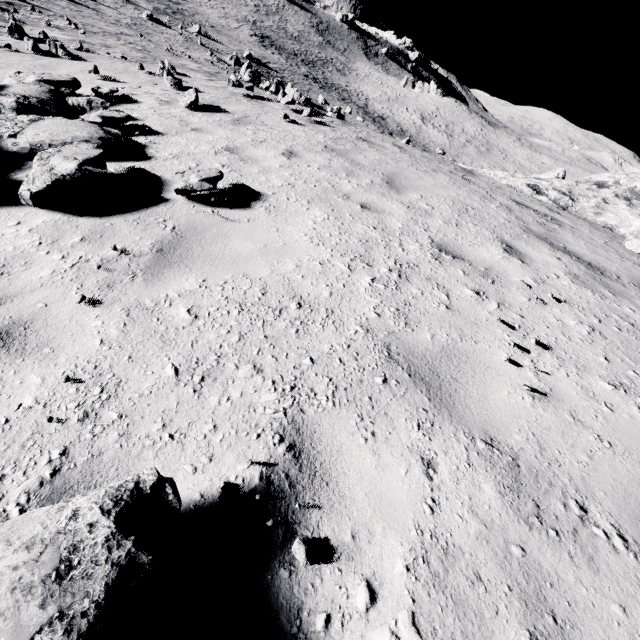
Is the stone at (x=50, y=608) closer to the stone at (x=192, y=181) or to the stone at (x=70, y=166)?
the stone at (x=70, y=166)

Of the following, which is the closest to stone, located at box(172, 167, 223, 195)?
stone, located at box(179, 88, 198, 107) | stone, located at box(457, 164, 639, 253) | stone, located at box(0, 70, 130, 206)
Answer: stone, located at box(0, 70, 130, 206)

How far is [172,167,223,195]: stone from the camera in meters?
3.8 m

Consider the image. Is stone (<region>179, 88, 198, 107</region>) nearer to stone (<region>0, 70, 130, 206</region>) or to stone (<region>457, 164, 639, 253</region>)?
stone (<region>0, 70, 130, 206</region>)

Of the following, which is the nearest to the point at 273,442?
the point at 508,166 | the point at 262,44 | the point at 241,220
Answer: the point at 241,220

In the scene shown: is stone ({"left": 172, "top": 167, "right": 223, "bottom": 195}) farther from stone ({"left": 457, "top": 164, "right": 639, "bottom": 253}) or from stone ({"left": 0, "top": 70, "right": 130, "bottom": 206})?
stone ({"left": 457, "top": 164, "right": 639, "bottom": 253})

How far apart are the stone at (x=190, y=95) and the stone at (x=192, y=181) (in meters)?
4.67

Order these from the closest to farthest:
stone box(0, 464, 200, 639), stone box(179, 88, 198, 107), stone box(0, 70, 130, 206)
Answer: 1. stone box(0, 464, 200, 639)
2. stone box(0, 70, 130, 206)
3. stone box(179, 88, 198, 107)
